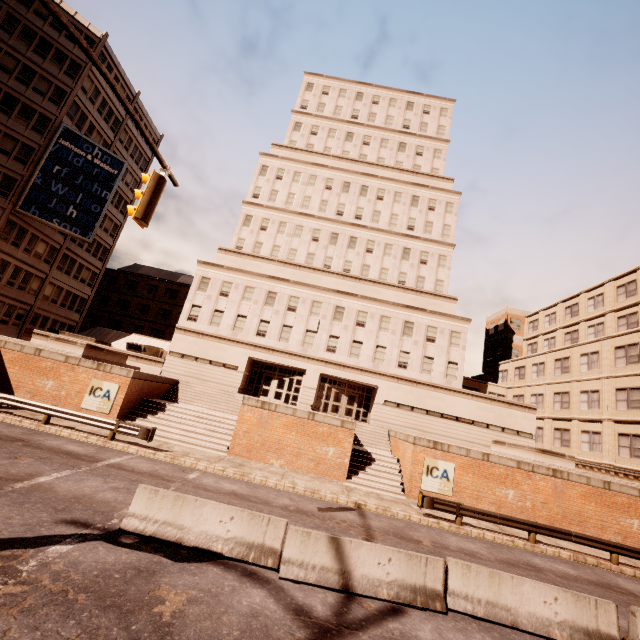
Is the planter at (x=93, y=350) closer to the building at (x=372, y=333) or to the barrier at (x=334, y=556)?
the building at (x=372, y=333)

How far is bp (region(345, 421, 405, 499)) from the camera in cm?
1830

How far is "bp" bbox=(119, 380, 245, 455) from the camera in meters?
19.1 m

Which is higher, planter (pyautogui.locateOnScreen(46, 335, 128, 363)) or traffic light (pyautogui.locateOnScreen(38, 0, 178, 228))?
A: traffic light (pyautogui.locateOnScreen(38, 0, 178, 228))

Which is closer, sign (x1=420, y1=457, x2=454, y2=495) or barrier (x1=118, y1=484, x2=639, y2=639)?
barrier (x1=118, y1=484, x2=639, y2=639)

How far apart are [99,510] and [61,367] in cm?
1508

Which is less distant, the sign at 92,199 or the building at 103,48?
the sign at 92,199

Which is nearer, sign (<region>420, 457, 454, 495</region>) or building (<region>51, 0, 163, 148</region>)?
sign (<region>420, 457, 454, 495</region>)
